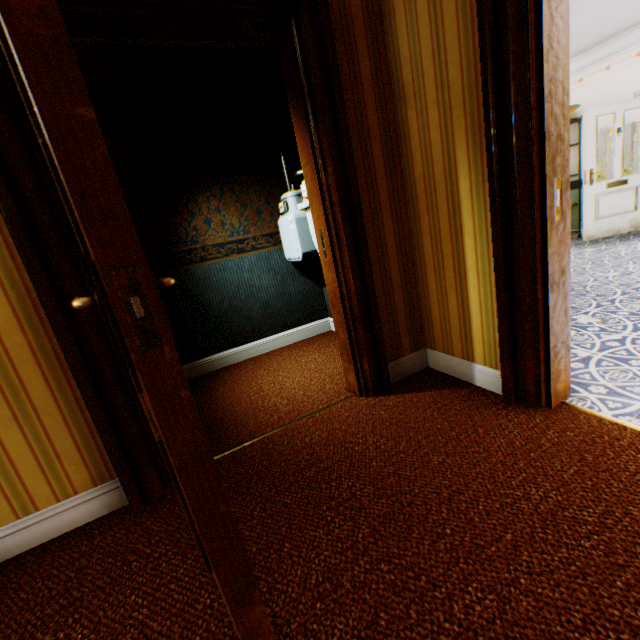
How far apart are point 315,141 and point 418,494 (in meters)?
1.91

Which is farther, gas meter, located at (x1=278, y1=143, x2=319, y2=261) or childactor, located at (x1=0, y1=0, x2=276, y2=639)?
gas meter, located at (x1=278, y1=143, x2=319, y2=261)

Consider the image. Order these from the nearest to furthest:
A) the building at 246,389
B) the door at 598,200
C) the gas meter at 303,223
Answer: the building at 246,389, the gas meter at 303,223, the door at 598,200

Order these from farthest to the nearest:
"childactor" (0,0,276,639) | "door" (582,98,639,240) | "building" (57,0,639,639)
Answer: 1. "door" (582,98,639,240)
2. "building" (57,0,639,639)
3. "childactor" (0,0,276,639)

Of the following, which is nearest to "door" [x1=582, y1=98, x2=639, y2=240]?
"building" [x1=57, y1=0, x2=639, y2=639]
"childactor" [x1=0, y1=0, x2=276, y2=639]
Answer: "building" [x1=57, y1=0, x2=639, y2=639]

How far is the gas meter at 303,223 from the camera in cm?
269

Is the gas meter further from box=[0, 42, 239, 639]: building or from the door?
the door

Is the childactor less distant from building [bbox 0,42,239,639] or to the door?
building [bbox 0,42,239,639]
